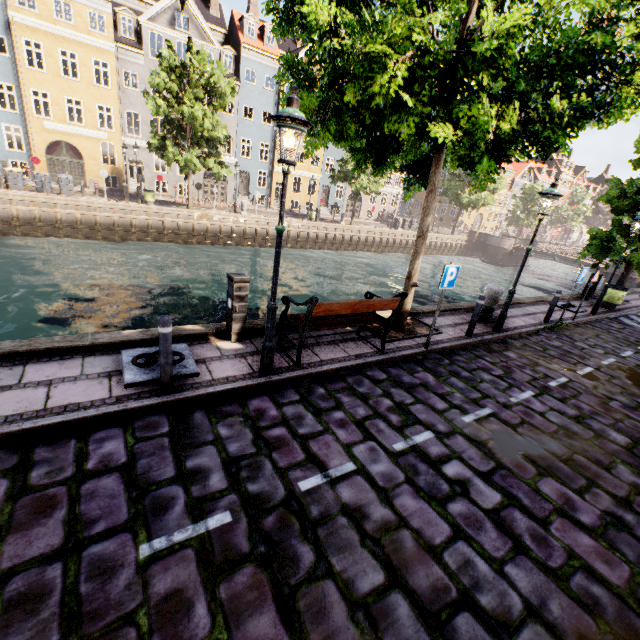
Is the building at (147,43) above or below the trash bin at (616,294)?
above

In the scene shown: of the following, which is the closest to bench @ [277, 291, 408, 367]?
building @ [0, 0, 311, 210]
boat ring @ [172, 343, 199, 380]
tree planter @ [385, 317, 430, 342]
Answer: tree planter @ [385, 317, 430, 342]

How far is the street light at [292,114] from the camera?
3.82m

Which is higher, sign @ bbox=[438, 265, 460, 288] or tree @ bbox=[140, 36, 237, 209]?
tree @ bbox=[140, 36, 237, 209]

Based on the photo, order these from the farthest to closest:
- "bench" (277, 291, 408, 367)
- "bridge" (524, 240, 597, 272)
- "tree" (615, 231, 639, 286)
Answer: "bridge" (524, 240, 597, 272)
"tree" (615, 231, 639, 286)
"bench" (277, 291, 408, 367)

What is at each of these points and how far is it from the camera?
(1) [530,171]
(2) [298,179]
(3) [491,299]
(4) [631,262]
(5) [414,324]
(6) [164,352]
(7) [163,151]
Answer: (1) building, 59.2 meters
(2) building, 42.0 meters
(3) pillar, 9.4 meters
(4) tree, 13.8 meters
(5) tree planter, 8.5 meters
(6) bollard, 4.2 meters
(7) tree, 21.2 meters

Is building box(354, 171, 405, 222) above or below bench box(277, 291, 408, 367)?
above

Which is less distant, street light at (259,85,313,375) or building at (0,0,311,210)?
street light at (259,85,313,375)
